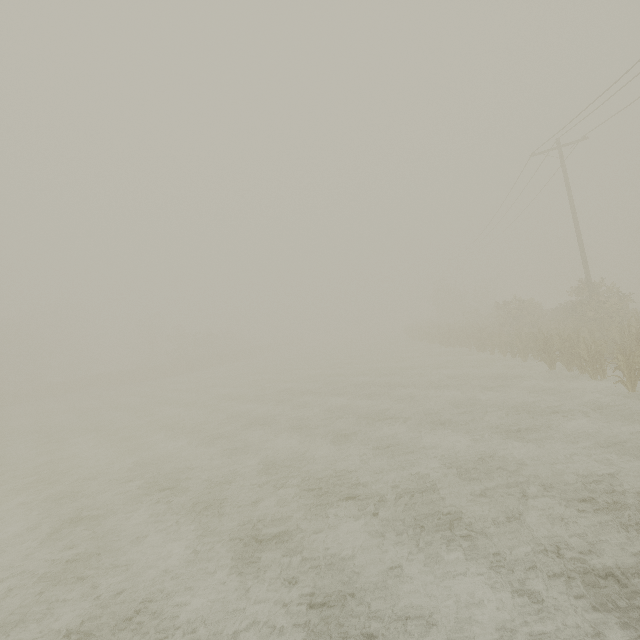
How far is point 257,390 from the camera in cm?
2212
